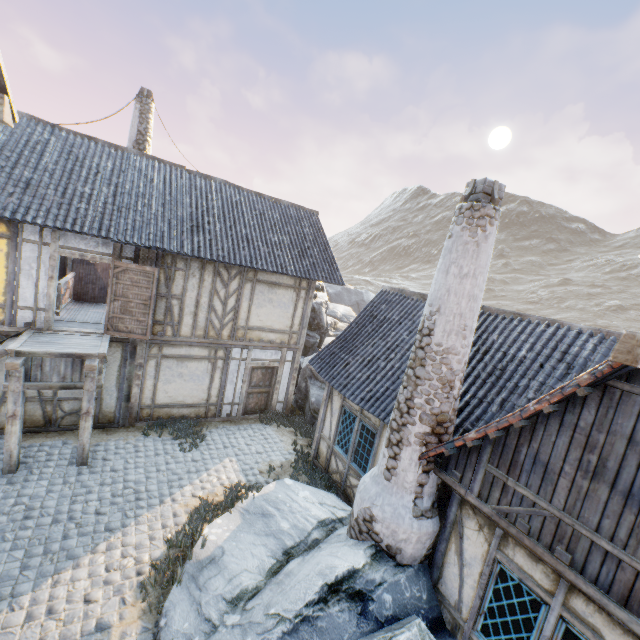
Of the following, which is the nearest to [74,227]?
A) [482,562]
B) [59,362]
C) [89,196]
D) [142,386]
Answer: [89,196]

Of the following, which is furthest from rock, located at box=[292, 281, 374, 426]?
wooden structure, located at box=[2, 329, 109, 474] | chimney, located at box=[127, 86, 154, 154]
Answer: wooden structure, located at box=[2, 329, 109, 474]

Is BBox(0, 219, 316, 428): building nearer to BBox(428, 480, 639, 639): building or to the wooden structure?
the wooden structure

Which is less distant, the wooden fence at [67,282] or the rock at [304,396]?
the wooden fence at [67,282]

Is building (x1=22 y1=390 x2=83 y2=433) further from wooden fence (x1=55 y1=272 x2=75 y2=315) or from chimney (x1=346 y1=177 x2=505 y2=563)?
chimney (x1=346 y1=177 x2=505 y2=563)

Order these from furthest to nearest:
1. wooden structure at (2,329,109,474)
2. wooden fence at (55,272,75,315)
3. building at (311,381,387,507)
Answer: wooden fence at (55,272,75,315), building at (311,381,387,507), wooden structure at (2,329,109,474)

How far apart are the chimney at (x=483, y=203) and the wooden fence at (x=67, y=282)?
10.98m

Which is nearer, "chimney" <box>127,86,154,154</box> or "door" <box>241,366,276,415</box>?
"door" <box>241,366,276,415</box>
